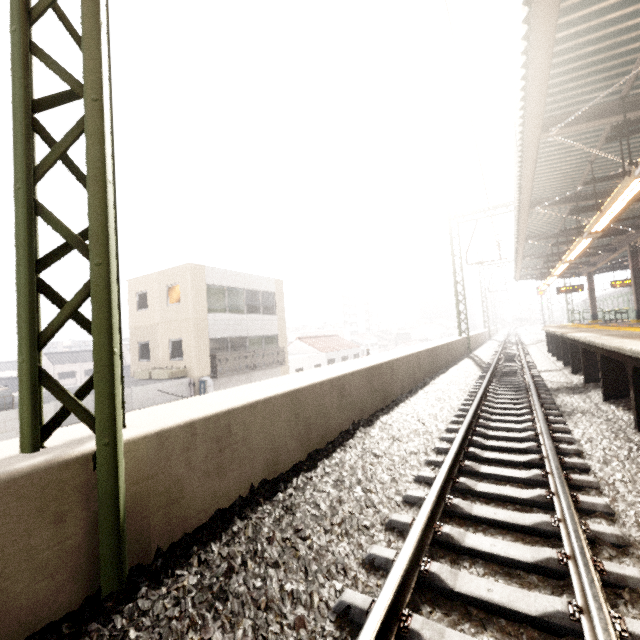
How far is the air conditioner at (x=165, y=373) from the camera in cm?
1598

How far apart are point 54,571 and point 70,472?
0.6 meters

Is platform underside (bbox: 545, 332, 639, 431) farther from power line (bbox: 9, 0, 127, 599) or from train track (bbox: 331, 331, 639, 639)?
power line (bbox: 9, 0, 127, 599)

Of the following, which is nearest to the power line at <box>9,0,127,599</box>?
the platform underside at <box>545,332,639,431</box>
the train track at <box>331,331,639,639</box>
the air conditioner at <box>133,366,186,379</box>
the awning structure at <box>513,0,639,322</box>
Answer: the awning structure at <box>513,0,639,322</box>

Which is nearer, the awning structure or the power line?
the power line

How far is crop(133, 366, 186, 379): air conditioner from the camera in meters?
16.0 m

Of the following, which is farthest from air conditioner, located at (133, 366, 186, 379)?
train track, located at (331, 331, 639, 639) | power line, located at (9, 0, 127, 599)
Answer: power line, located at (9, 0, 127, 599)

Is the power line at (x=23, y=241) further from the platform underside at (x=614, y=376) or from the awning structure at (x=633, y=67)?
the platform underside at (x=614, y=376)
